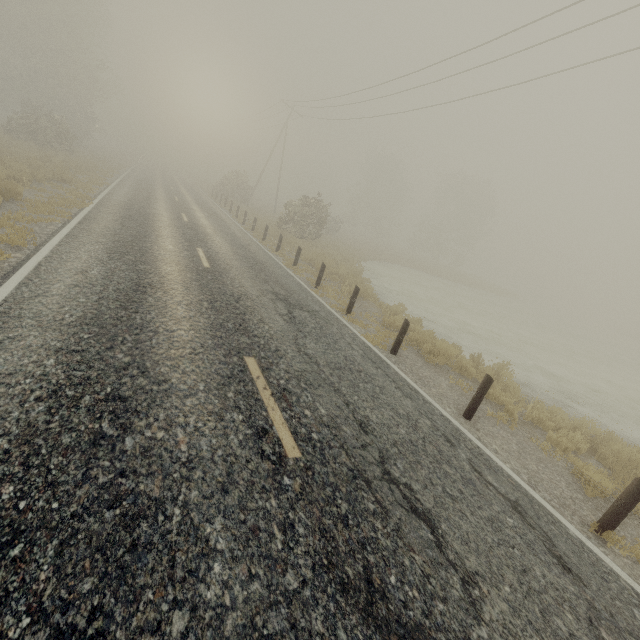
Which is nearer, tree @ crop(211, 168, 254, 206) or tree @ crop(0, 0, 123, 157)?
tree @ crop(0, 0, 123, 157)

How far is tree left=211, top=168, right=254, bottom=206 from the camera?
35.2m

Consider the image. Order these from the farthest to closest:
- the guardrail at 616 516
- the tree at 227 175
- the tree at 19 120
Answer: the tree at 227 175 < the tree at 19 120 < the guardrail at 616 516

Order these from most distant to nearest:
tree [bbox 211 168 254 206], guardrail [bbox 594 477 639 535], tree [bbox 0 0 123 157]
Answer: tree [bbox 211 168 254 206], tree [bbox 0 0 123 157], guardrail [bbox 594 477 639 535]

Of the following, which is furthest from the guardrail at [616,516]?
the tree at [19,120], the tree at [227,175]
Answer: the tree at [19,120]

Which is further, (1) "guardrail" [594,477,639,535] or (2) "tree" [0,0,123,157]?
(2) "tree" [0,0,123,157]

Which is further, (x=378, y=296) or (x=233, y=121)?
(x=233, y=121)

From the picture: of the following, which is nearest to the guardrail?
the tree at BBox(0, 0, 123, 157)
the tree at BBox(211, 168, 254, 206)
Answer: the tree at BBox(211, 168, 254, 206)
